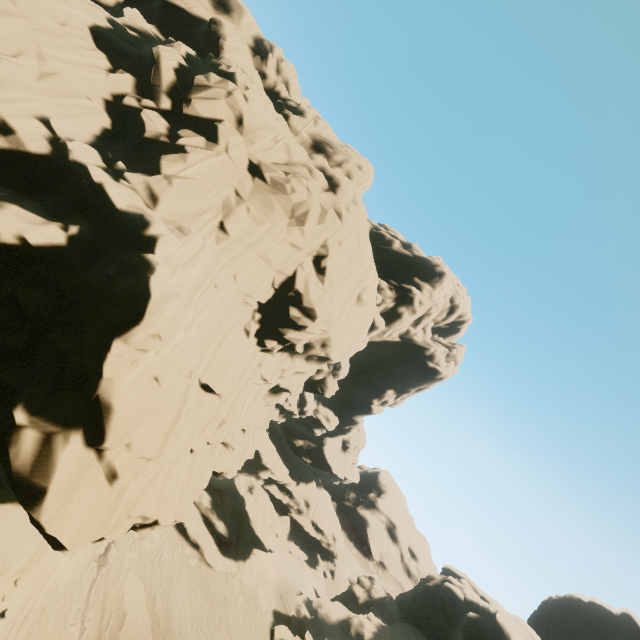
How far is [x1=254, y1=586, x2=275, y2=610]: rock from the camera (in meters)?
34.44

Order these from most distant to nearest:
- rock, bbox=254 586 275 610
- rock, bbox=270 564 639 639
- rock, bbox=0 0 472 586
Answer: rock, bbox=254 586 275 610
rock, bbox=270 564 639 639
rock, bbox=0 0 472 586

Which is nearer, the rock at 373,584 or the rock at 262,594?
the rock at 373,584

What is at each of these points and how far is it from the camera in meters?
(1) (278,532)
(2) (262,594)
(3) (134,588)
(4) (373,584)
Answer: (1) rock, 40.6 m
(2) rock, 35.4 m
(3) rock, 26.2 m
(4) rock, 43.8 m

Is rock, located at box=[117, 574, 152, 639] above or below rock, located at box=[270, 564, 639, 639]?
below

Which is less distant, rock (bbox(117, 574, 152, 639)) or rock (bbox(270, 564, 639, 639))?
rock (bbox(117, 574, 152, 639))
